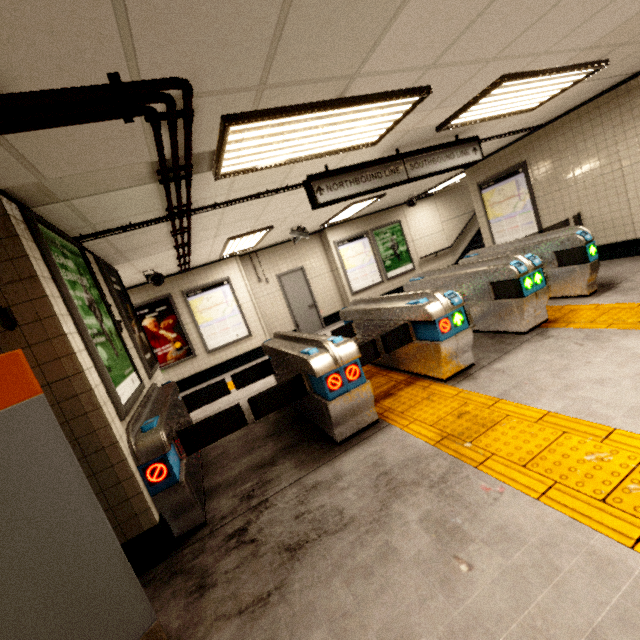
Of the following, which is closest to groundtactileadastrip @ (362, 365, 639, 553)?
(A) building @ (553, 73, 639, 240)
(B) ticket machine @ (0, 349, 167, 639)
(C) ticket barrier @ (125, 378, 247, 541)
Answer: (A) building @ (553, 73, 639, 240)

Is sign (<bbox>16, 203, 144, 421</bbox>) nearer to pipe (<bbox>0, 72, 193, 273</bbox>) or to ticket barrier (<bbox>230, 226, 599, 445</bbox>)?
pipe (<bbox>0, 72, 193, 273</bbox>)

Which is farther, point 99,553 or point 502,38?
point 502,38

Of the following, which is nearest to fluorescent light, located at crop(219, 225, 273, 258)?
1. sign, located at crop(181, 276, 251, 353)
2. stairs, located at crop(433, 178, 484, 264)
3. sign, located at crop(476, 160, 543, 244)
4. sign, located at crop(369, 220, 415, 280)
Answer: sign, located at crop(181, 276, 251, 353)

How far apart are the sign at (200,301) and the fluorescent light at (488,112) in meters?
6.3

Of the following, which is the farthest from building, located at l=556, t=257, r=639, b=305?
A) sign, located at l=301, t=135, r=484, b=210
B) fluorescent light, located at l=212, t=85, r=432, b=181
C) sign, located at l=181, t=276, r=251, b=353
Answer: sign, located at l=181, t=276, r=251, b=353

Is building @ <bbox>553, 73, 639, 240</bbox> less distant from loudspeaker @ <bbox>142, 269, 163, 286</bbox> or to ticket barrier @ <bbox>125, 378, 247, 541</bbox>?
ticket barrier @ <bbox>125, 378, 247, 541</bbox>

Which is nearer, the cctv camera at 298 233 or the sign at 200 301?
the cctv camera at 298 233
